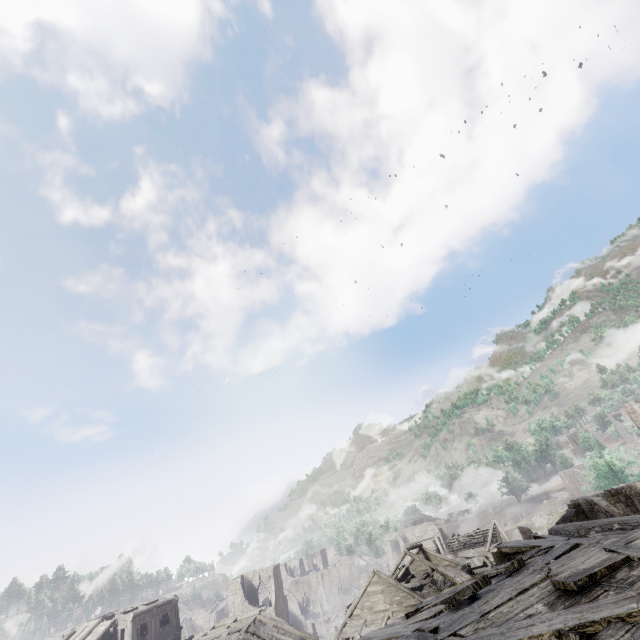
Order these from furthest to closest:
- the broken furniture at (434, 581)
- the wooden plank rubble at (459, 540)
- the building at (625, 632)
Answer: the wooden plank rubble at (459, 540) < the broken furniture at (434, 581) < the building at (625, 632)

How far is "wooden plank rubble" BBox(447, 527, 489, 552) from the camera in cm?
4928

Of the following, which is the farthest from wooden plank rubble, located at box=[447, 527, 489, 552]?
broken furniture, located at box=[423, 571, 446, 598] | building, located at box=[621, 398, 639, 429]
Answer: broken furniture, located at box=[423, 571, 446, 598]

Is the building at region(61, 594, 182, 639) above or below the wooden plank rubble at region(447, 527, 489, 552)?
above

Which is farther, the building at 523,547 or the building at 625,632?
the building at 523,547

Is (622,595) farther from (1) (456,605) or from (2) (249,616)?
(2) (249,616)

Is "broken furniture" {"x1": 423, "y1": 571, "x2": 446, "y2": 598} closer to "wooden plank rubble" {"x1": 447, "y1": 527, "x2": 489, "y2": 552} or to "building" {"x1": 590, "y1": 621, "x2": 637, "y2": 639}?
"building" {"x1": 590, "y1": 621, "x2": 637, "y2": 639}

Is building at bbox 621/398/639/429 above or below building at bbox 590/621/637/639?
above
